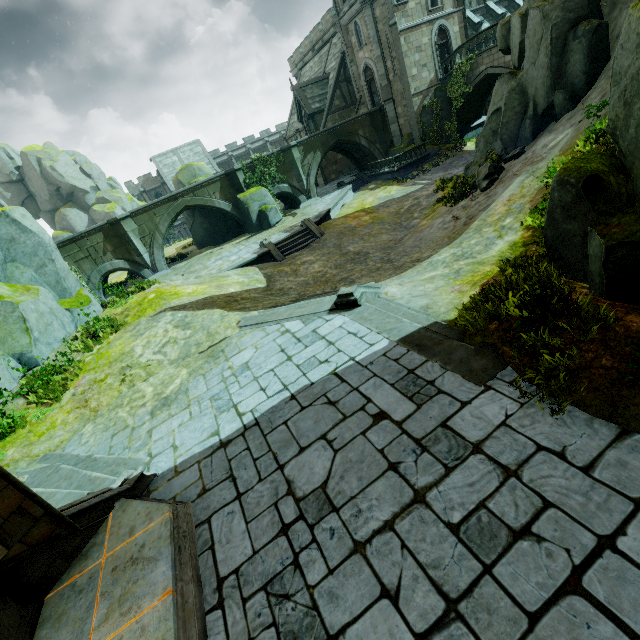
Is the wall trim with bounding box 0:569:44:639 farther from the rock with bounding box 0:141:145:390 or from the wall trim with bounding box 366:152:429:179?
the rock with bounding box 0:141:145:390

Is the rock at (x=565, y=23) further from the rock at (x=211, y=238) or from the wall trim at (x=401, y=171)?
the rock at (x=211, y=238)

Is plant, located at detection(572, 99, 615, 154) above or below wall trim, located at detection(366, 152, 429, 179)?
above

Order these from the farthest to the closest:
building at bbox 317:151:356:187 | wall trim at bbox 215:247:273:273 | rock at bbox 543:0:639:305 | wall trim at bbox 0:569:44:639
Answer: building at bbox 317:151:356:187, wall trim at bbox 215:247:273:273, rock at bbox 543:0:639:305, wall trim at bbox 0:569:44:639

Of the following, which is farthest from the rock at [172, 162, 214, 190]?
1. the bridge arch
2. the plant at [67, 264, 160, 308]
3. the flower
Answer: the flower

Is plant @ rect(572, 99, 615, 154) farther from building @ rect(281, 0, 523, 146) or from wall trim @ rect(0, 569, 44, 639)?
wall trim @ rect(0, 569, 44, 639)

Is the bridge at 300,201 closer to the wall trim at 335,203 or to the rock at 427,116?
the rock at 427,116

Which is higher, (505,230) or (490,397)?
(490,397)
